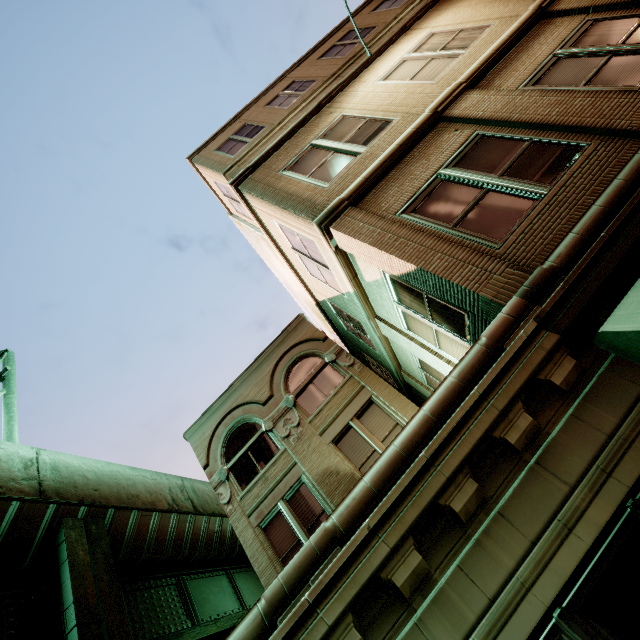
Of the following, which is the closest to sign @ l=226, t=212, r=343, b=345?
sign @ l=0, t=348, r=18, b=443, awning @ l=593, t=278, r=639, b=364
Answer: awning @ l=593, t=278, r=639, b=364

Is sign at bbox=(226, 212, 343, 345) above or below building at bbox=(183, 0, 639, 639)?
above

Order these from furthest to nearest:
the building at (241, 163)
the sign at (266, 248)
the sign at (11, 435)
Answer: the sign at (266, 248) < the sign at (11, 435) < the building at (241, 163)

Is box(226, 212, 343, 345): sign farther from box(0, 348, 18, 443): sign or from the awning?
box(0, 348, 18, 443): sign

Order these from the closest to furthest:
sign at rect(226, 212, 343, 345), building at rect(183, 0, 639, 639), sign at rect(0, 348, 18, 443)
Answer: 1. building at rect(183, 0, 639, 639)
2. sign at rect(0, 348, 18, 443)
3. sign at rect(226, 212, 343, 345)

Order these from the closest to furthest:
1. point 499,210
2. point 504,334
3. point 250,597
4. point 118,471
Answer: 1. point 504,334
2. point 499,210
3. point 118,471
4. point 250,597

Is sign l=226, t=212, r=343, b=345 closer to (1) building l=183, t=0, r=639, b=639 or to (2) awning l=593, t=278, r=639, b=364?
(1) building l=183, t=0, r=639, b=639

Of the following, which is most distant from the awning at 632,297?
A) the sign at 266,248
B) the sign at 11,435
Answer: the sign at 11,435
